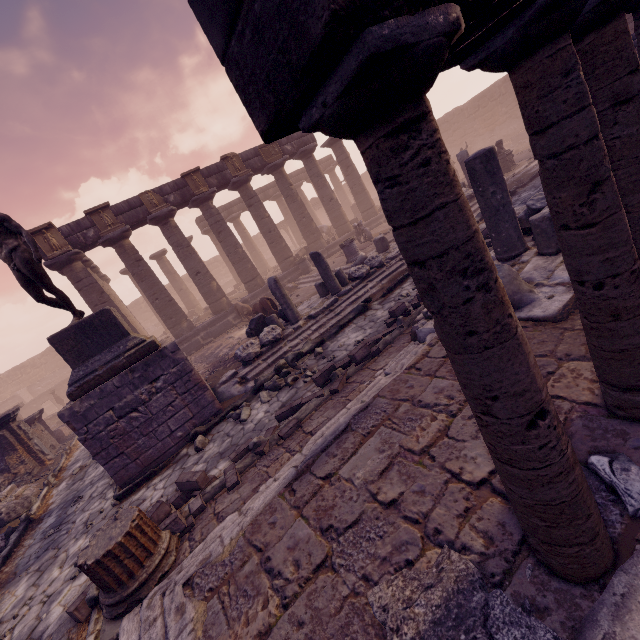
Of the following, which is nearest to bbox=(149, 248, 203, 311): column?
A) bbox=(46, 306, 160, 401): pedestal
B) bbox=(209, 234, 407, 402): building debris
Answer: bbox=(209, 234, 407, 402): building debris

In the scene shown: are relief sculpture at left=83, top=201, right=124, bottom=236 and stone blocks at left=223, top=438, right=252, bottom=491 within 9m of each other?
no

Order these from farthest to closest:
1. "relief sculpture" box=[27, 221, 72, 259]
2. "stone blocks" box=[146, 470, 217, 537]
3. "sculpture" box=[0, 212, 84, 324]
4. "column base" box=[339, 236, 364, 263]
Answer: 1. "column base" box=[339, 236, 364, 263]
2. "relief sculpture" box=[27, 221, 72, 259]
3. "sculpture" box=[0, 212, 84, 324]
4. "stone blocks" box=[146, 470, 217, 537]

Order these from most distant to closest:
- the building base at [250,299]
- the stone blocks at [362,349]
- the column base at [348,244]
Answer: the building base at [250,299] → the column base at [348,244] → the stone blocks at [362,349]

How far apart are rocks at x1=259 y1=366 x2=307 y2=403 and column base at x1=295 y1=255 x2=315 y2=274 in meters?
10.4

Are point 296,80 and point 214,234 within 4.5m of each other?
no

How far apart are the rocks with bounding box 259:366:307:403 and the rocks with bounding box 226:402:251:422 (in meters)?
0.24

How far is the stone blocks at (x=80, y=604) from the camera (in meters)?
3.71
